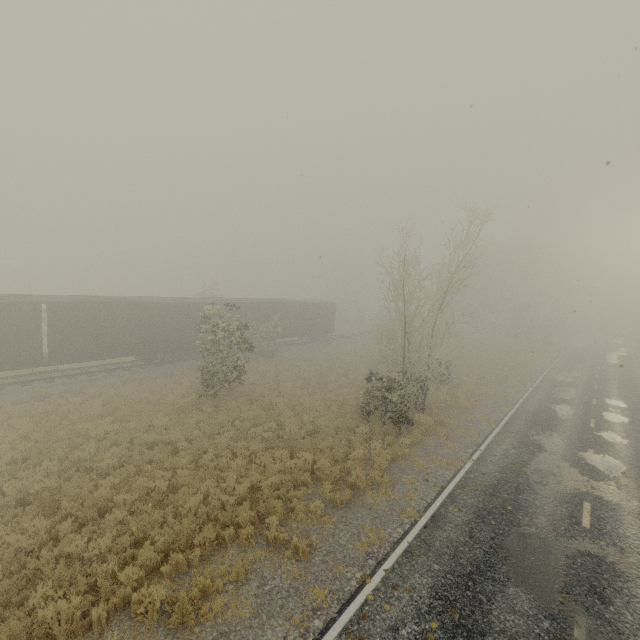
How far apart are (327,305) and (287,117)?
28.0m
